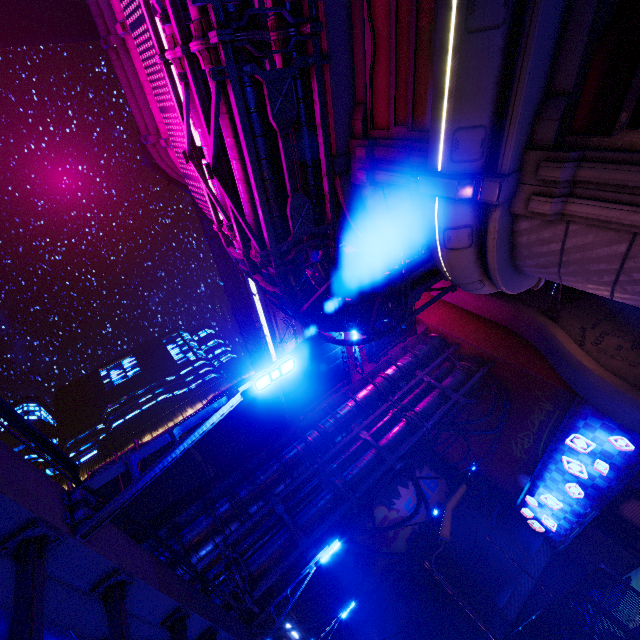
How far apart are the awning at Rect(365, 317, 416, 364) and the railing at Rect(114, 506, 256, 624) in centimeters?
1232cm

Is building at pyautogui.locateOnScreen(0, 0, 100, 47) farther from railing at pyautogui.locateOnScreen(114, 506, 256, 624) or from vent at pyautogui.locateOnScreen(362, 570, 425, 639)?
vent at pyautogui.locateOnScreen(362, 570, 425, 639)

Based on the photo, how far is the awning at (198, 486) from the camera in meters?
12.8

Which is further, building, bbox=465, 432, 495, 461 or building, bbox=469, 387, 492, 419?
building, bbox=465, 432, 495, 461

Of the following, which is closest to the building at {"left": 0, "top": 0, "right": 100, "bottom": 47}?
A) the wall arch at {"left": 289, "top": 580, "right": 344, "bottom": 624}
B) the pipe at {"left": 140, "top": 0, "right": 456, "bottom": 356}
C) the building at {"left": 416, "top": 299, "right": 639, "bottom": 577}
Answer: the pipe at {"left": 140, "top": 0, "right": 456, "bottom": 356}

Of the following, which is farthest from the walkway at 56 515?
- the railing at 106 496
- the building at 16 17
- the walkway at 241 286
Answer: the walkway at 241 286

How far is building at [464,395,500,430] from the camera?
19.8m

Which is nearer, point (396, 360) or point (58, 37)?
point (396, 360)
